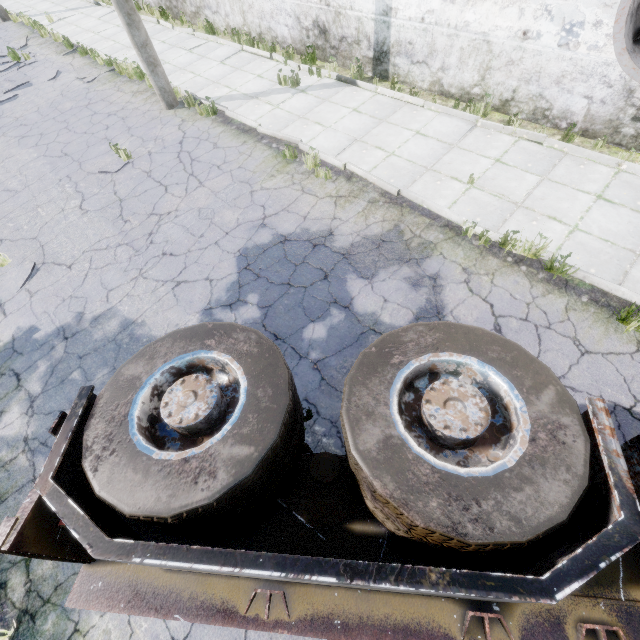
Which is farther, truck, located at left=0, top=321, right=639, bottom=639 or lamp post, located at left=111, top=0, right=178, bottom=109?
lamp post, located at left=111, top=0, right=178, bottom=109

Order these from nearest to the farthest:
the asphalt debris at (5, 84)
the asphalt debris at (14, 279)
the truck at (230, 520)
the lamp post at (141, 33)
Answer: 1. the truck at (230, 520)
2. the asphalt debris at (14, 279)
3. the lamp post at (141, 33)
4. the asphalt debris at (5, 84)

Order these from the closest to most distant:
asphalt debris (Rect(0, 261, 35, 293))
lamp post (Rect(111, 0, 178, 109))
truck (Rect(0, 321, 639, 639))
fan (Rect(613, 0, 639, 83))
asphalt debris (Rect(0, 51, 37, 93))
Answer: truck (Rect(0, 321, 639, 639)) → fan (Rect(613, 0, 639, 83)) → asphalt debris (Rect(0, 261, 35, 293)) → lamp post (Rect(111, 0, 178, 109)) → asphalt debris (Rect(0, 51, 37, 93))

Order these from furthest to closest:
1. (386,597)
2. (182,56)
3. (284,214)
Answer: (182,56) → (284,214) → (386,597)

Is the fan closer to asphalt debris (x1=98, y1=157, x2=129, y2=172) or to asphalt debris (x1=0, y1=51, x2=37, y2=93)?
asphalt debris (x1=98, y1=157, x2=129, y2=172)

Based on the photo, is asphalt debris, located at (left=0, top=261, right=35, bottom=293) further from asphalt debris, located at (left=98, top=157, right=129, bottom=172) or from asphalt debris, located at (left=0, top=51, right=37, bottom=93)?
asphalt debris, located at (left=0, top=51, right=37, bottom=93)

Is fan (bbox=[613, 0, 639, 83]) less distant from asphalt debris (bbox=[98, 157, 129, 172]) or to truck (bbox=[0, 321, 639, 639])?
truck (bbox=[0, 321, 639, 639])

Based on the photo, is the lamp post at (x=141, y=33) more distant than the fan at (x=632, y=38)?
Yes
